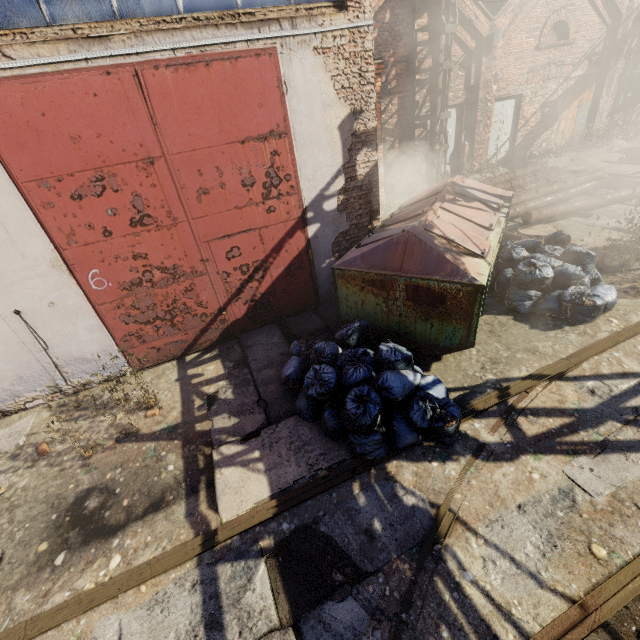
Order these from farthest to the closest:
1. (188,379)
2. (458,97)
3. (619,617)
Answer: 1. (458,97)
2. (188,379)
3. (619,617)

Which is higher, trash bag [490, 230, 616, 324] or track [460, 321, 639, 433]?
trash bag [490, 230, 616, 324]

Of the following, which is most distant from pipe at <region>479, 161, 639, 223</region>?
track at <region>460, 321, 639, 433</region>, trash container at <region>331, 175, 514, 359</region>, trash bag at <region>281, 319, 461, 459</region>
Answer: trash bag at <region>281, 319, 461, 459</region>

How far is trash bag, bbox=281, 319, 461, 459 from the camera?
3.70m

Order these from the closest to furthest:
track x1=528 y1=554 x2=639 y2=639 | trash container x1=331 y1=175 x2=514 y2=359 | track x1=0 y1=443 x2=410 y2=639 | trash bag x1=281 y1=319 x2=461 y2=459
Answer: track x1=528 y1=554 x2=639 y2=639
track x1=0 y1=443 x2=410 y2=639
trash bag x1=281 y1=319 x2=461 y2=459
trash container x1=331 y1=175 x2=514 y2=359

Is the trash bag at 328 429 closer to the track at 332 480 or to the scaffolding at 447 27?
the track at 332 480

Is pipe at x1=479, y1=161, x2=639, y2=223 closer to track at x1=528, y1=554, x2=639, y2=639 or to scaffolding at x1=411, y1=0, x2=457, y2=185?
scaffolding at x1=411, y1=0, x2=457, y2=185

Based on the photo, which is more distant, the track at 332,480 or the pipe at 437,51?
the pipe at 437,51
